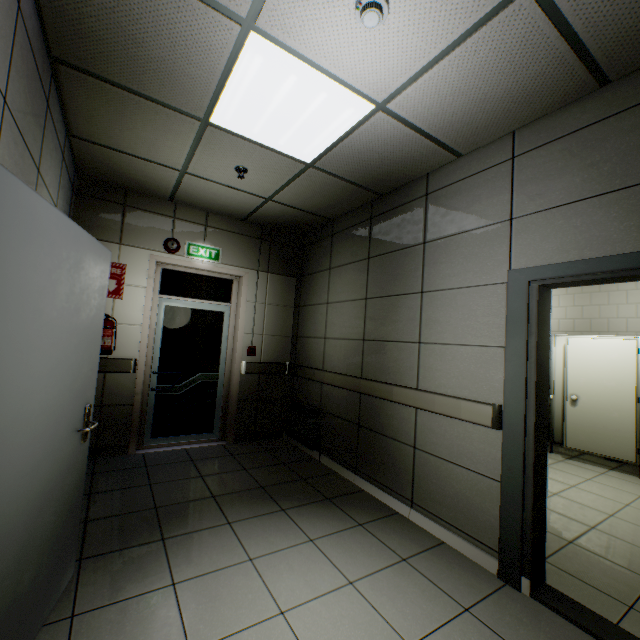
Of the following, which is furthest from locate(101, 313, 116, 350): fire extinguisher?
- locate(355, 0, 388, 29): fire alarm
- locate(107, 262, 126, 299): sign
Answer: locate(355, 0, 388, 29): fire alarm

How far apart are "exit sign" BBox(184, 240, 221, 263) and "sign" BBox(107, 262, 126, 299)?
0.7 meters

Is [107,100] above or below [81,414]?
above

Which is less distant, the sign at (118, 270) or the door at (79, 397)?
the door at (79, 397)

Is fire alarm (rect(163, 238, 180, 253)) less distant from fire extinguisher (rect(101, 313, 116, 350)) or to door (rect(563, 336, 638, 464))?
fire extinguisher (rect(101, 313, 116, 350))

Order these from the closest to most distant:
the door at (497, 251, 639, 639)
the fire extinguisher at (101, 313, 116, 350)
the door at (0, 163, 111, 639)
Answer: the door at (0, 163, 111, 639) < the door at (497, 251, 639, 639) < the fire extinguisher at (101, 313, 116, 350)

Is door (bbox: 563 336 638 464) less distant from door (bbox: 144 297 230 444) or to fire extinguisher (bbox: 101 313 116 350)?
door (bbox: 144 297 230 444)

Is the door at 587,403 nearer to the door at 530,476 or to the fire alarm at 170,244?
the door at 530,476
